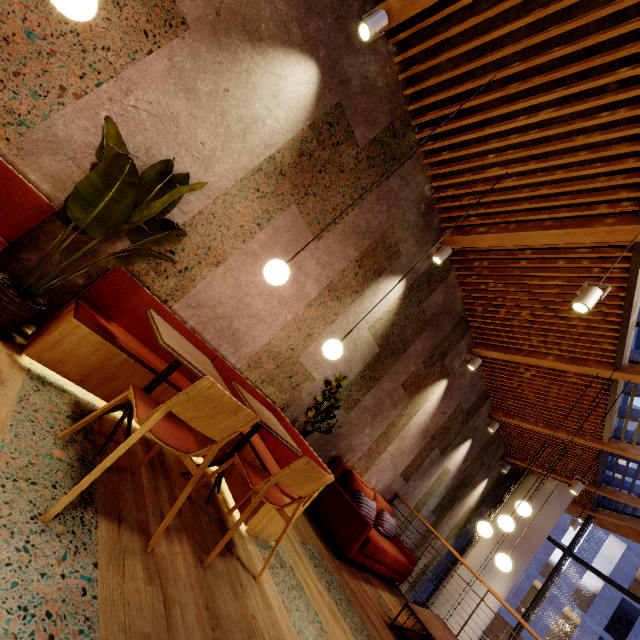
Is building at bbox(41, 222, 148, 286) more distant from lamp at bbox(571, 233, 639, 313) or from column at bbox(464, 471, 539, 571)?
lamp at bbox(571, 233, 639, 313)

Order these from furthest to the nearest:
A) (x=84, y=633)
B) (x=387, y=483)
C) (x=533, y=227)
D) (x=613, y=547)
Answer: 1. (x=613, y=547)
2. (x=387, y=483)
3. (x=533, y=227)
4. (x=84, y=633)

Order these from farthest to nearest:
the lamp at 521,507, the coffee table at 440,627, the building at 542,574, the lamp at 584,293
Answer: the building at 542,574 → the lamp at 521,507 → the coffee table at 440,627 → the lamp at 584,293

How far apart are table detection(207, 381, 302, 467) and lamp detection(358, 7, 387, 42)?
3.4 meters

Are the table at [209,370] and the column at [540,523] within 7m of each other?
no

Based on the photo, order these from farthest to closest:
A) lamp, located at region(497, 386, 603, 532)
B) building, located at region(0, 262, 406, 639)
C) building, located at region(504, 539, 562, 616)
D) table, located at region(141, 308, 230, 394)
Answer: building, located at region(504, 539, 562, 616) < lamp, located at region(497, 386, 603, 532) < table, located at region(141, 308, 230, 394) < building, located at region(0, 262, 406, 639)

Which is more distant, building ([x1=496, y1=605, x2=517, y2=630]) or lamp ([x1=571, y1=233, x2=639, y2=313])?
building ([x1=496, y1=605, x2=517, y2=630])

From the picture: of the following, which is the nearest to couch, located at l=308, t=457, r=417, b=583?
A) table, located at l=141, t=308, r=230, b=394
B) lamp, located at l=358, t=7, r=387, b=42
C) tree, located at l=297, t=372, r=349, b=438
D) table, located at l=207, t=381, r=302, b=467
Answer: tree, located at l=297, t=372, r=349, b=438
